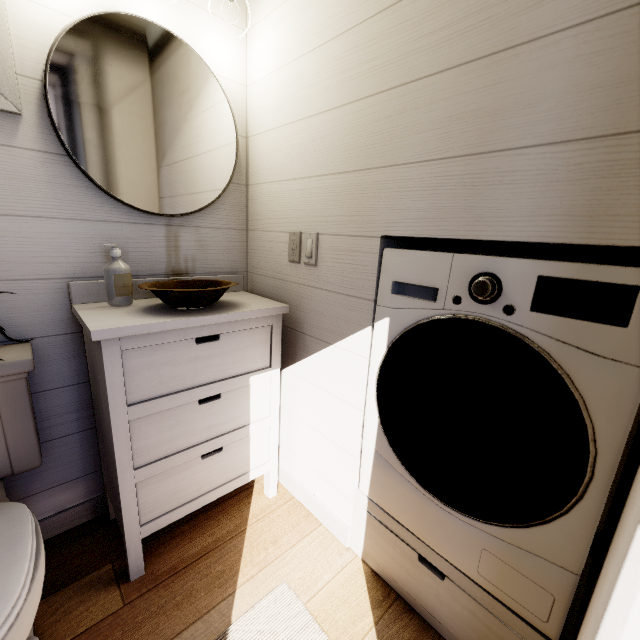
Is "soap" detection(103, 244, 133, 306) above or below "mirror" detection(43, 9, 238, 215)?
below

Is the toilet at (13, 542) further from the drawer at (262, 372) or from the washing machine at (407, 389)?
the washing machine at (407, 389)

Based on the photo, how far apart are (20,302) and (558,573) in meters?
1.9 m

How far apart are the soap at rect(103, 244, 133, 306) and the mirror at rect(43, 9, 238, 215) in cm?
23

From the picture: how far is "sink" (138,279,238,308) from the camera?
1.2m

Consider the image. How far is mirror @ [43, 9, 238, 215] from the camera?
1.1 meters

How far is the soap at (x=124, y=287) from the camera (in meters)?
1.18

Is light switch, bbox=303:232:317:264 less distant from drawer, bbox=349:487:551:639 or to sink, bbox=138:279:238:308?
sink, bbox=138:279:238:308
